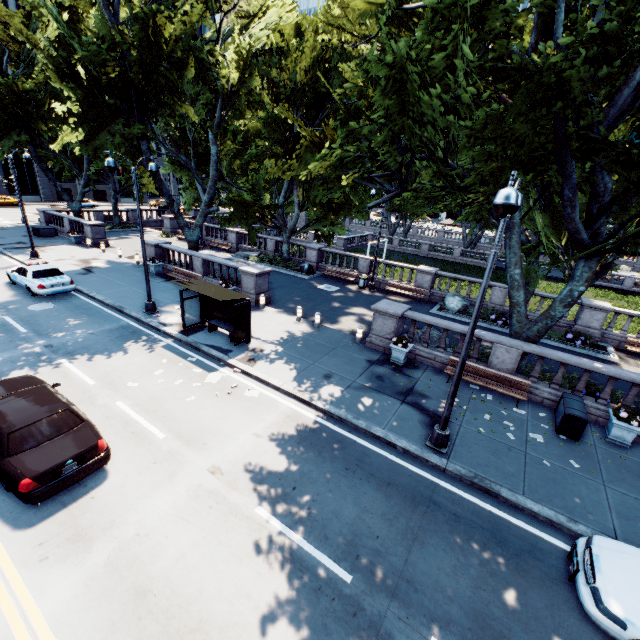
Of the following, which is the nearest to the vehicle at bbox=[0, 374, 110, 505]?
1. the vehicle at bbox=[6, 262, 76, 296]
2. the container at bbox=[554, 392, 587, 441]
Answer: the vehicle at bbox=[6, 262, 76, 296]

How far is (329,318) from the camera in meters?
18.8 m

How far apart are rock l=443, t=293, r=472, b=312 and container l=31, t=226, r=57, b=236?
36.9 meters

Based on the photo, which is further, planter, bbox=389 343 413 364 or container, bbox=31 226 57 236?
container, bbox=31 226 57 236

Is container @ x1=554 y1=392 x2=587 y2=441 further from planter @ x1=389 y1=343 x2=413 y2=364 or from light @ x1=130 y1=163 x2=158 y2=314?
light @ x1=130 y1=163 x2=158 y2=314

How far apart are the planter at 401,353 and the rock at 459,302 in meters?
8.4

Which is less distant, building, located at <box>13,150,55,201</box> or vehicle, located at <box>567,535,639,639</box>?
vehicle, located at <box>567,535,639,639</box>

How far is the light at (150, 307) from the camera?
14.51m
